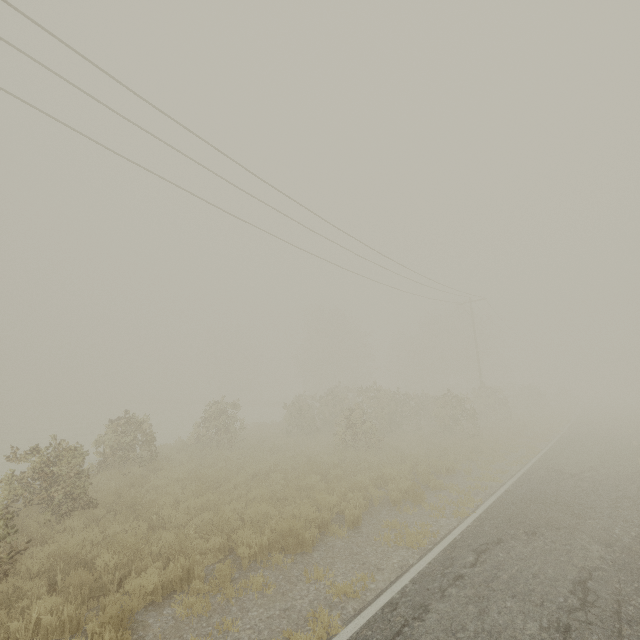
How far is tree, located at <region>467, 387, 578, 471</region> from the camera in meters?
14.9

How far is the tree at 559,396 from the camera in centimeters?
1488cm

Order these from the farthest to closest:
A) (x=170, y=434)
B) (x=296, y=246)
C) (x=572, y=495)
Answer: (x=170, y=434) < (x=296, y=246) < (x=572, y=495)
